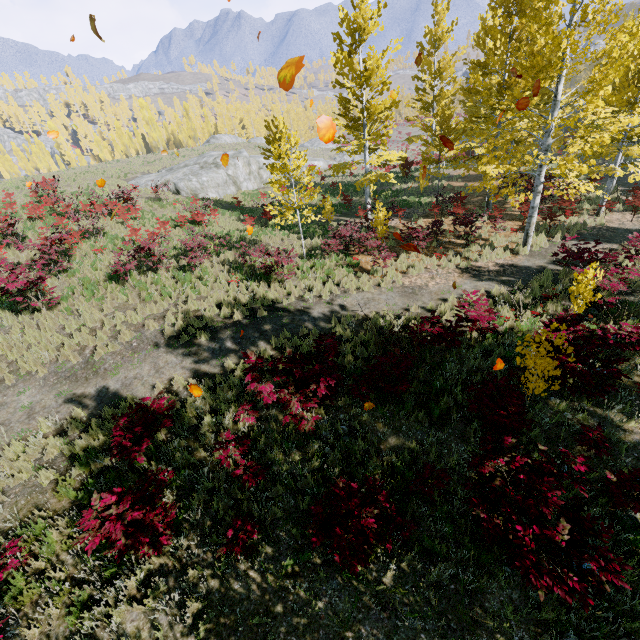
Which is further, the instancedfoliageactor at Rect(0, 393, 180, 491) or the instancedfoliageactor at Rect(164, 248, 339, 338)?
the instancedfoliageactor at Rect(164, 248, 339, 338)

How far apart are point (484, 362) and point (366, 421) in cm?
346

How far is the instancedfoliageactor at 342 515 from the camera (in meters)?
4.19

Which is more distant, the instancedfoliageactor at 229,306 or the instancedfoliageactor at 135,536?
the instancedfoliageactor at 229,306

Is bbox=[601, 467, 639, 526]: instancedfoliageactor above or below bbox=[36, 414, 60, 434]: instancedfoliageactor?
below

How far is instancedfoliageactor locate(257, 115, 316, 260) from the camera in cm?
1173
